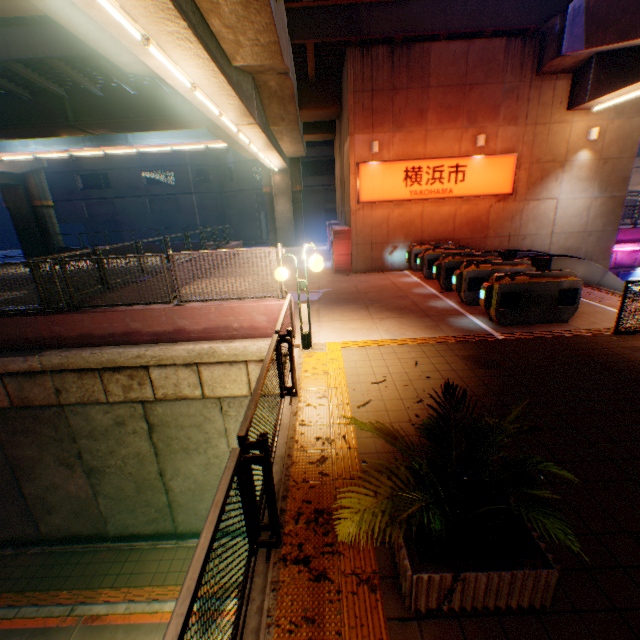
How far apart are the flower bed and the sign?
12.6 meters

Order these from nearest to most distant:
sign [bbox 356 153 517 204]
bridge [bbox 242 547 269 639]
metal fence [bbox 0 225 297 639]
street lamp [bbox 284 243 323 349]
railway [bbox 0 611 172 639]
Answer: metal fence [bbox 0 225 297 639] < bridge [bbox 242 547 269 639] < street lamp [bbox 284 243 323 349] < railway [bbox 0 611 172 639] < sign [bbox 356 153 517 204]

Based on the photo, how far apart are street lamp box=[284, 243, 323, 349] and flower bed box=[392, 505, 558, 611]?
3.9m

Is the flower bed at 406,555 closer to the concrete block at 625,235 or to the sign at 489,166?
the sign at 489,166

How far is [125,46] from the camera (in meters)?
6.35

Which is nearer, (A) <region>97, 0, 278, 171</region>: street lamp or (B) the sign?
(A) <region>97, 0, 278, 171</region>: street lamp

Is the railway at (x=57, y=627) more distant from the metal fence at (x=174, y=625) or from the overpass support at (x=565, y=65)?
the overpass support at (x=565, y=65)

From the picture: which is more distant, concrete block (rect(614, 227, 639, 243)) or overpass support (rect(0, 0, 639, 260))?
concrete block (rect(614, 227, 639, 243))
